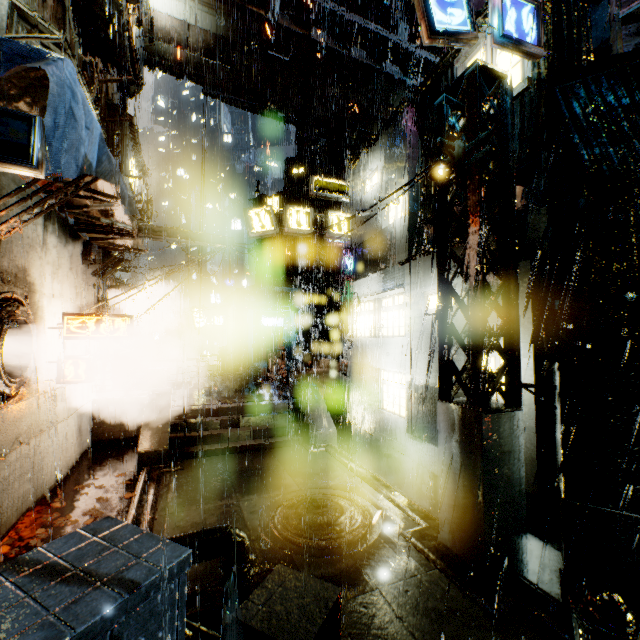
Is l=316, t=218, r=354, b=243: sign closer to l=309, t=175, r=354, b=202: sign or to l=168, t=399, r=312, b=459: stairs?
l=309, t=175, r=354, b=202: sign

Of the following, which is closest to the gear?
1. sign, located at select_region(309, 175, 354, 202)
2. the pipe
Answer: sign, located at select_region(309, 175, 354, 202)

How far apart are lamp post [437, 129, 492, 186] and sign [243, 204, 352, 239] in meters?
Answer: 9.0 m

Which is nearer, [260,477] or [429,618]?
[429,618]

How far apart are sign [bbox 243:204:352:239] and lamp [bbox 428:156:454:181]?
9.47m

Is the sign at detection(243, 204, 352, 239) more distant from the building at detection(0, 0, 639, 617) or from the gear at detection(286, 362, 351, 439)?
the gear at detection(286, 362, 351, 439)

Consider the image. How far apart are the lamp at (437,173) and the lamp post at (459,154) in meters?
0.1

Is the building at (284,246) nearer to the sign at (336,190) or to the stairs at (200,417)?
the sign at (336,190)
